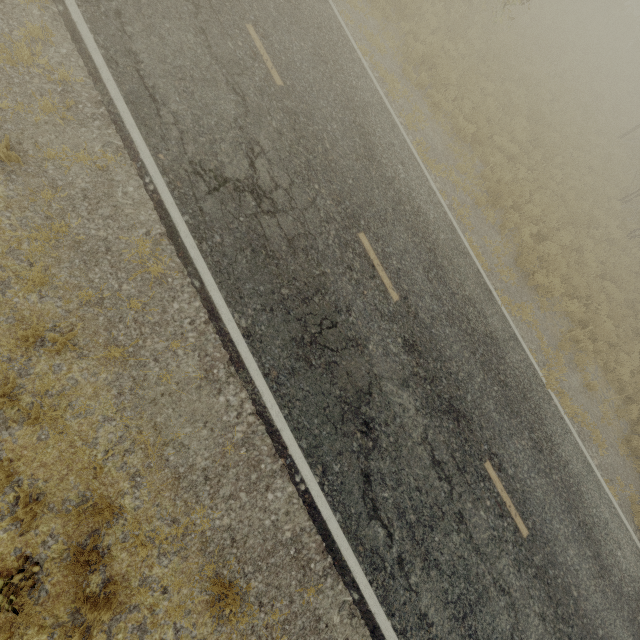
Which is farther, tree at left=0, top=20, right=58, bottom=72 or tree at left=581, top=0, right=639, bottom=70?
tree at left=581, top=0, right=639, bottom=70

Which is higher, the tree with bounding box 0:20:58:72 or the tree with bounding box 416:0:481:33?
the tree with bounding box 416:0:481:33

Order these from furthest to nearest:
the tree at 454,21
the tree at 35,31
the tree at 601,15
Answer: the tree at 601,15 < the tree at 454,21 < the tree at 35,31

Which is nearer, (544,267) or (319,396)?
(319,396)

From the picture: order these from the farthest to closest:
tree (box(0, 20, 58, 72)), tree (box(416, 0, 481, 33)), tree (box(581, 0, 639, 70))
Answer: tree (box(581, 0, 639, 70)) → tree (box(416, 0, 481, 33)) → tree (box(0, 20, 58, 72))

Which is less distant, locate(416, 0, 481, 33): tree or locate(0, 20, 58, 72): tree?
locate(0, 20, 58, 72): tree

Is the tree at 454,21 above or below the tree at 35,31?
above

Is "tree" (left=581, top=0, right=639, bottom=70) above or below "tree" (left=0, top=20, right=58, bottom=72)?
above
